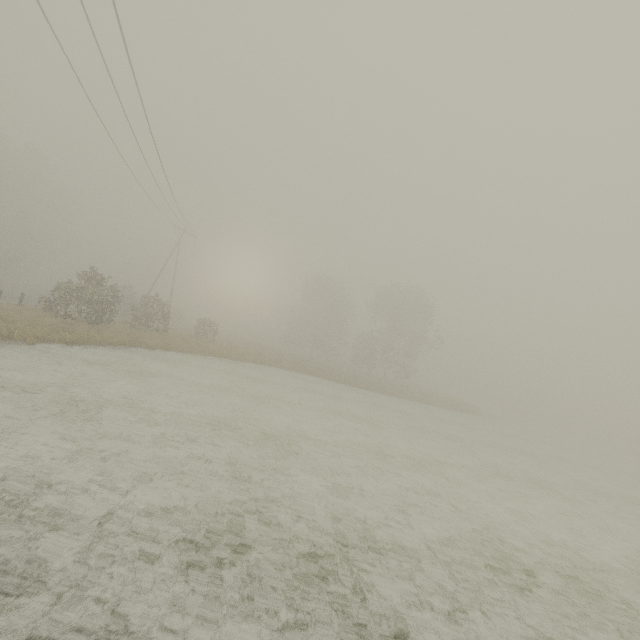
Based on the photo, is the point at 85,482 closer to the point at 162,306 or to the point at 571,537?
the point at 571,537
